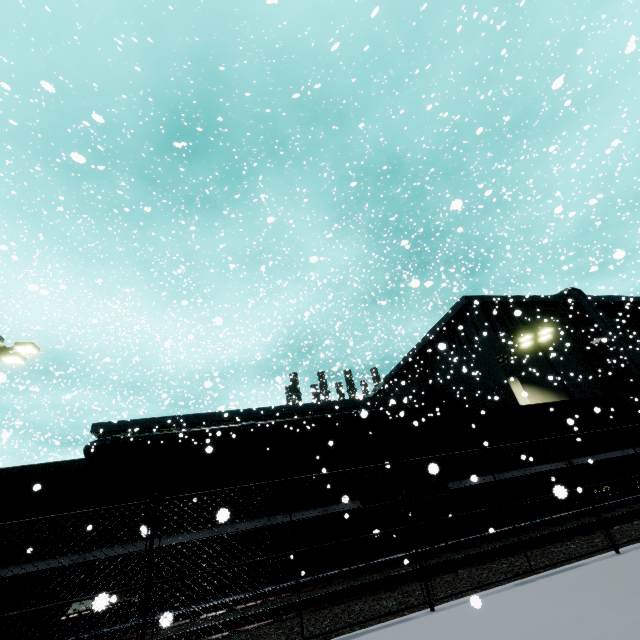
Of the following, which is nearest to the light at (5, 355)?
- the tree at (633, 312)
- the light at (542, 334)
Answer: the tree at (633, 312)

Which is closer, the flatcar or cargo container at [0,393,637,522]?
cargo container at [0,393,637,522]

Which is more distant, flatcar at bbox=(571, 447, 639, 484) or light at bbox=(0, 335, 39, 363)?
light at bbox=(0, 335, 39, 363)

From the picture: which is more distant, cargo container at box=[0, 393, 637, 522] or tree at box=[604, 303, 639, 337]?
tree at box=[604, 303, 639, 337]

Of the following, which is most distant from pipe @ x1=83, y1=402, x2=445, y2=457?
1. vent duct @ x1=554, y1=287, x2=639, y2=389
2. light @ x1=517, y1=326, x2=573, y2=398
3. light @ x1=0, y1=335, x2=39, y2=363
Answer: light @ x1=0, y1=335, x2=39, y2=363

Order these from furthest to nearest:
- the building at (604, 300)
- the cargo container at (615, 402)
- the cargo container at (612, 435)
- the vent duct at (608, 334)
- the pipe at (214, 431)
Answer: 1. the building at (604, 300)
2. the vent duct at (608, 334)
3. the pipe at (214, 431)
4. the cargo container at (612, 435)
5. the cargo container at (615, 402)

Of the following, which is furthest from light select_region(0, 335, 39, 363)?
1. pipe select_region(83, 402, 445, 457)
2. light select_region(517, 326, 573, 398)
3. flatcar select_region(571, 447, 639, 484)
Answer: light select_region(517, 326, 573, 398)

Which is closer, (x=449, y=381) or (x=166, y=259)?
(x=449, y=381)
